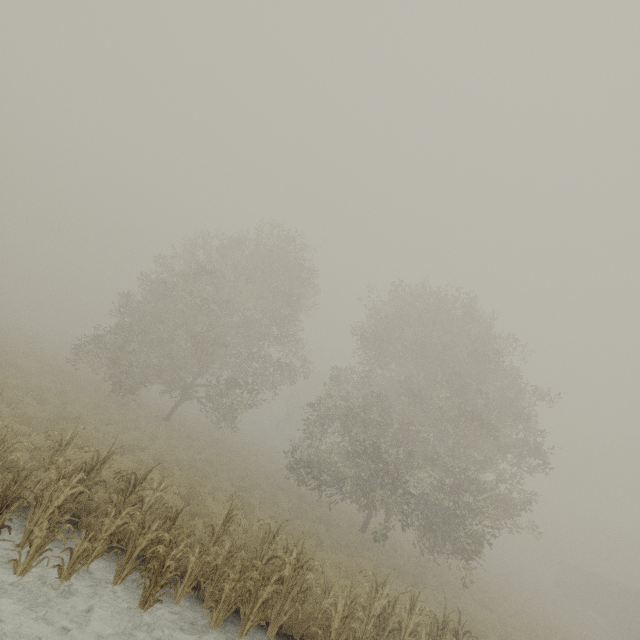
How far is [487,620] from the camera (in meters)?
15.63

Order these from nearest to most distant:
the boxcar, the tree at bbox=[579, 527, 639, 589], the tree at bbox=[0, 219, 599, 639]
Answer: the tree at bbox=[0, 219, 599, 639]
the boxcar
the tree at bbox=[579, 527, 639, 589]

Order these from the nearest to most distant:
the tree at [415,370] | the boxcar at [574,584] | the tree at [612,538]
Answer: the tree at [415,370]
the boxcar at [574,584]
the tree at [612,538]

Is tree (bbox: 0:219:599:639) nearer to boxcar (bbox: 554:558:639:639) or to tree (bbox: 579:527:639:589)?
tree (bbox: 579:527:639:589)

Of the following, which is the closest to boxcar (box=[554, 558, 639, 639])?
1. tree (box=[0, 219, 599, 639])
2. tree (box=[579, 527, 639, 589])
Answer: tree (box=[579, 527, 639, 589])

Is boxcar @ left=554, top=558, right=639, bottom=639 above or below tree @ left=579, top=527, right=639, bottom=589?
below

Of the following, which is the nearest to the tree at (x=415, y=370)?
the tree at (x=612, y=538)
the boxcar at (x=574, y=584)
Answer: the tree at (x=612, y=538)
